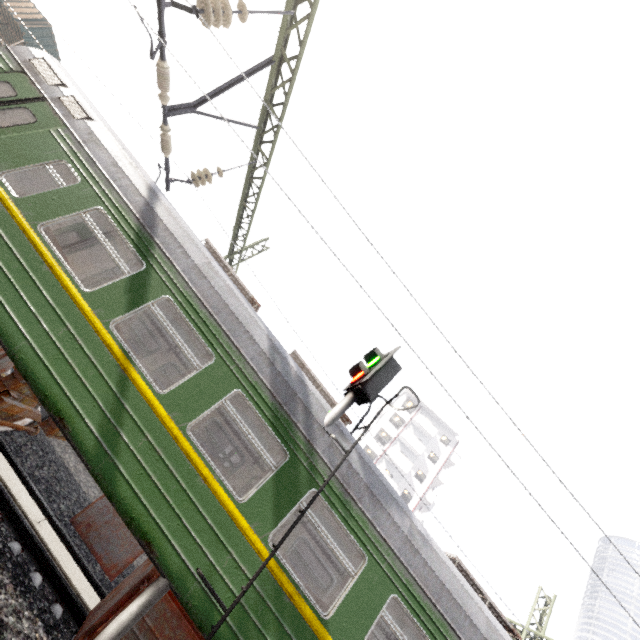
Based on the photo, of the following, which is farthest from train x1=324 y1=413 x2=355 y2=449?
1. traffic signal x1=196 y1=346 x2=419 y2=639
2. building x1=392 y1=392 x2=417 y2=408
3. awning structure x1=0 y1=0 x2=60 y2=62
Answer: building x1=392 y1=392 x2=417 y2=408

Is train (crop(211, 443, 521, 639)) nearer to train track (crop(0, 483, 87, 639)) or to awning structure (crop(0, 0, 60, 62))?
train track (crop(0, 483, 87, 639))

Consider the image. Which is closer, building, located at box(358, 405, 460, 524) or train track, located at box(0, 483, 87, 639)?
train track, located at box(0, 483, 87, 639)

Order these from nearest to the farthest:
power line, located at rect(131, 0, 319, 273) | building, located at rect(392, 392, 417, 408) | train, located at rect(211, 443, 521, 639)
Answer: train, located at rect(211, 443, 521, 639) → power line, located at rect(131, 0, 319, 273) → building, located at rect(392, 392, 417, 408)

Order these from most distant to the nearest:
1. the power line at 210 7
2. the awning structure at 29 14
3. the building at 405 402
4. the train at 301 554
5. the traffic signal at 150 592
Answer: the building at 405 402, the awning structure at 29 14, the power line at 210 7, the train at 301 554, the traffic signal at 150 592

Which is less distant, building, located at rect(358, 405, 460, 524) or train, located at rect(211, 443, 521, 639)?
train, located at rect(211, 443, 521, 639)

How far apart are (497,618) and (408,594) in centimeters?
250cm

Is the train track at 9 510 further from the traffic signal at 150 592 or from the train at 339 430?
the traffic signal at 150 592
